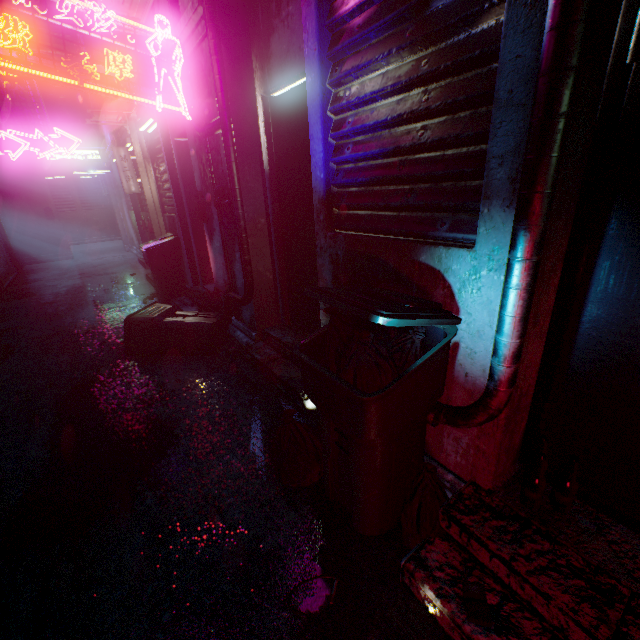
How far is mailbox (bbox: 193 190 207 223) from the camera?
3.7 meters

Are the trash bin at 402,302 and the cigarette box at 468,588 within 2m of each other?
yes

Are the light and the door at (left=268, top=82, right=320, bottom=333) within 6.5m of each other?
no

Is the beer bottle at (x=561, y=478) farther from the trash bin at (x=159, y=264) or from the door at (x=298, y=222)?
the trash bin at (x=159, y=264)

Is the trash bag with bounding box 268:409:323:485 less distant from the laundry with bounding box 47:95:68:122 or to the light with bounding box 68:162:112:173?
the light with bounding box 68:162:112:173

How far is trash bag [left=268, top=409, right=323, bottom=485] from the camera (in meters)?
1.75

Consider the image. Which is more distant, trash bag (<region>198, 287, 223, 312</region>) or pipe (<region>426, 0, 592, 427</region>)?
trash bag (<region>198, 287, 223, 312</region>)

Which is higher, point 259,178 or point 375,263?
point 259,178
